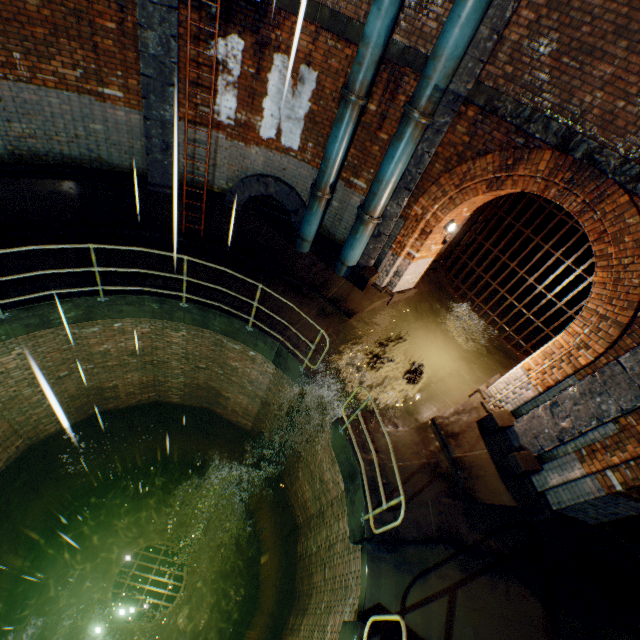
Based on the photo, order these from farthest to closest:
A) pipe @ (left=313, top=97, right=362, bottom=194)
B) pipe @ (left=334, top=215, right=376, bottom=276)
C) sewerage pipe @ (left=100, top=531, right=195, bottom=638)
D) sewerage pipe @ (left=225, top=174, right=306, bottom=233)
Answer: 1. sewerage pipe @ (left=100, top=531, right=195, bottom=638)
2. sewerage pipe @ (left=225, top=174, right=306, bottom=233)
3. pipe @ (left=334, top=215, right=376, bottom=276)
4. pipe @ (left=313, top=97, right=362, bottom=194)

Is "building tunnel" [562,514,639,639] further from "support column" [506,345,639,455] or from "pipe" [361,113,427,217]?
"pipe" [361,113,427,217]

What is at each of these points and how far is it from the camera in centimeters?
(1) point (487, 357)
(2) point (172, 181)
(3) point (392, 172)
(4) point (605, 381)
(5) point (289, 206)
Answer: (1) building tunnel, 880cm
(2) support column, 797cm
(3) pipe, 657cm
(4) support column, 499cm
(5) sewerage pipe, 834cm

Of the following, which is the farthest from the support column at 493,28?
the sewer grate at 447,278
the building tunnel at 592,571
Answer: the building tunnel at 592,571

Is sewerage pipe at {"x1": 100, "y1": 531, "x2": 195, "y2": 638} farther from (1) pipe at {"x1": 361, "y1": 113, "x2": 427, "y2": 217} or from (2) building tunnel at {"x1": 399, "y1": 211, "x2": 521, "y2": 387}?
(1) pipe at {"x1": 361, "y1": 113, "x2": 427, "y2": 217}

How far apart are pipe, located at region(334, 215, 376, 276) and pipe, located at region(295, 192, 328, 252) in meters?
0.8 m

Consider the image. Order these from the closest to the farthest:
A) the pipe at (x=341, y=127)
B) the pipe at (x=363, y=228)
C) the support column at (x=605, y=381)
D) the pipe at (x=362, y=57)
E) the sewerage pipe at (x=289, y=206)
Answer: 1. the support column at (x=605, y=381)
2. the pipe at (x=362, y=57)
3. the pipe at (x=341, y=127)
4. the pipe at (x=363, y=228)
5. the sewerage pipe at (x=289, y=206)

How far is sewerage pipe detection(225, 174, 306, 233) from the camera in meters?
8.0
